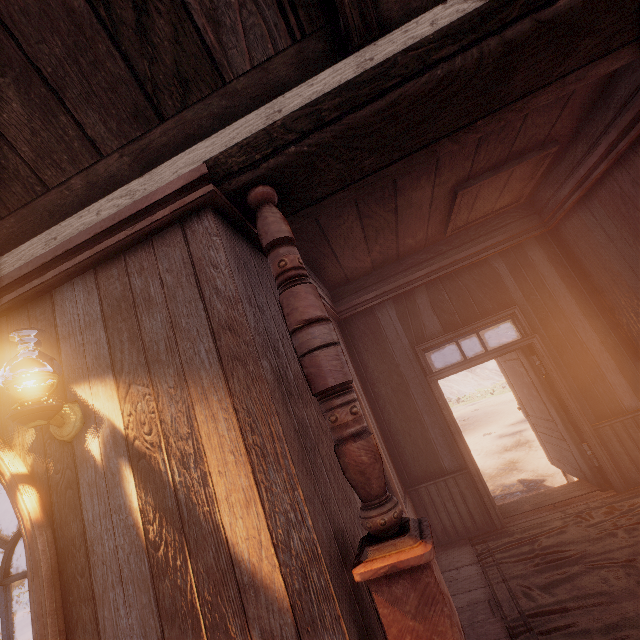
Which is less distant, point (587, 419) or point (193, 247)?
point (193, 247)

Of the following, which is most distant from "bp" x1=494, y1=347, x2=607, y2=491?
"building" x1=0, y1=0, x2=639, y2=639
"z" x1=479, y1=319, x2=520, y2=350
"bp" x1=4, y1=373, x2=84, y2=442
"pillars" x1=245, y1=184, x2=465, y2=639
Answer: "bp" x1=4, y1=373, x2=84, y2=442

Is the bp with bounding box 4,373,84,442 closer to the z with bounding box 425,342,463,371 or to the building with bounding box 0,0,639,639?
the building with bounding box 0,0,639,639

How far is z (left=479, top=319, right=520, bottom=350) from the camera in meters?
37.1

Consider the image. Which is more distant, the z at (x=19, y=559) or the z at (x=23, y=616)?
the z at (x=19, y=559)

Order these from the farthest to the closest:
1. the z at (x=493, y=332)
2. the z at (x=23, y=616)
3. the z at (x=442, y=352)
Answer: the z at (x=493, y=332) < the z at (x=442, y=352) < the z at (x=23, y=616)

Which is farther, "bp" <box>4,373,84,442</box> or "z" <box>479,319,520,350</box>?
"z" <box>479,319,520,350</box>

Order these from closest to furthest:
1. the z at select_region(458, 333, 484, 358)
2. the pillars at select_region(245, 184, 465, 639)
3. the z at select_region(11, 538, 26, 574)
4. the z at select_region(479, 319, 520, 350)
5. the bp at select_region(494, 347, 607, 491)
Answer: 1. the pillars at select_region(245, 184, 465, 639)
2. the bp at select_region(494, 347, 607, 491)
3. the z at select_region(11, 538, 26, 574)
4. the z at select_region(458, 333, 484, 358)
5. the z at select_region(479, 319, 520, 350)
